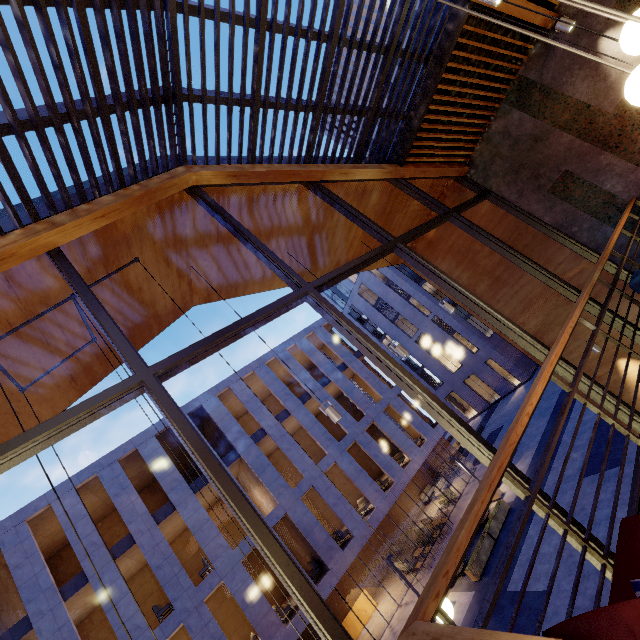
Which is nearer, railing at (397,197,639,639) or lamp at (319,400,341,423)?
railing at (397,197,639,639)

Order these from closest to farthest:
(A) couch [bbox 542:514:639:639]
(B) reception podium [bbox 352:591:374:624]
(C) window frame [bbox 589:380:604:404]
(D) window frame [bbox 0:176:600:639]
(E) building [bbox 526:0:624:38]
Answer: (A) couch [bbox 542:514:639:639], (D) window frame [bbox 0:176:600:639], (C) window frame [bbox 589:380:604:404], (E) building [bbox 526:0:624:38], (B) reception podium [bbox 352:591:374:624]

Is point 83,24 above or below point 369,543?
above

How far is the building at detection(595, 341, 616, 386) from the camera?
7.17m

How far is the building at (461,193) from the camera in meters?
7.7

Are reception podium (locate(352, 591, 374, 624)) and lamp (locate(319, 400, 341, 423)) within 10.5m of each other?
no

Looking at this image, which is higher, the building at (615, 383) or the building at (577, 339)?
the building at (577, 339)

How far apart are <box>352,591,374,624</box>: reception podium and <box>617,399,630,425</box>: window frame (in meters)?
21.98
